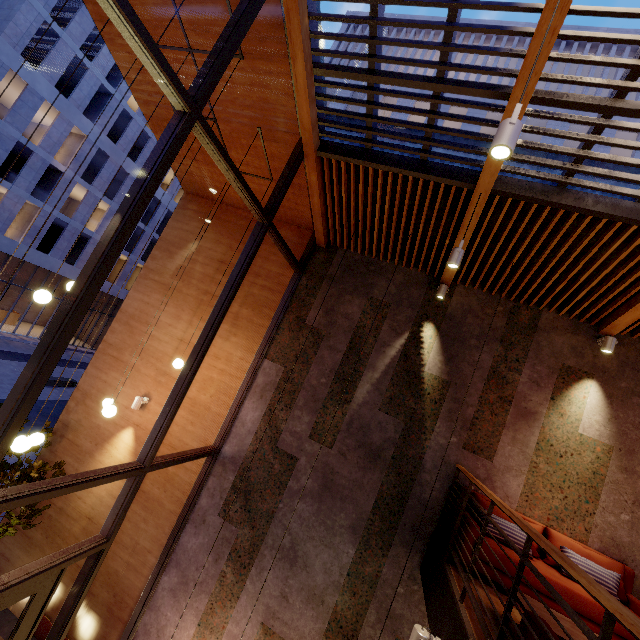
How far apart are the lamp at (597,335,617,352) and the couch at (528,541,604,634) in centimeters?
289cm

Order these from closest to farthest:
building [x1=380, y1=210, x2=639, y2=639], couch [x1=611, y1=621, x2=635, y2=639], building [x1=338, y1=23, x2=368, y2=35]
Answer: couch [x1=611, y1=621, x2=635, y2=639]
building [x1=380, y1=210, x2=639, y2=639]
building [x1=338, y1=23, x2=368, y2=35]

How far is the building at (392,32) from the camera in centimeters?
A: 1959cm

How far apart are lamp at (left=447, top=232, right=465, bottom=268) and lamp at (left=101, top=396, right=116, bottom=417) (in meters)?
3.92

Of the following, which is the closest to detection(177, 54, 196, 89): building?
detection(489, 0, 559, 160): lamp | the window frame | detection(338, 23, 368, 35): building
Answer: the window frame

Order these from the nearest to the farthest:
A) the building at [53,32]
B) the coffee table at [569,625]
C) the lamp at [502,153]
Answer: the lamp at [502,153], the coffee table at [569,625], the building at [53,32]

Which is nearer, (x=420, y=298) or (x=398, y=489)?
(x=398, y=489)
